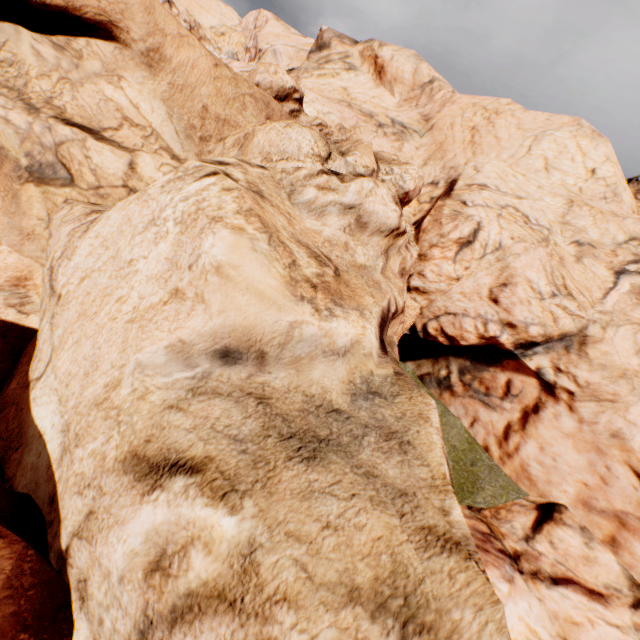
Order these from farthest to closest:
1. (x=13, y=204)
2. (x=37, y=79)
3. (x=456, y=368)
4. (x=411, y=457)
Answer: (x=456, y=368), (x=37, y=79), (x=13, y=204), (x=411, y=457)
